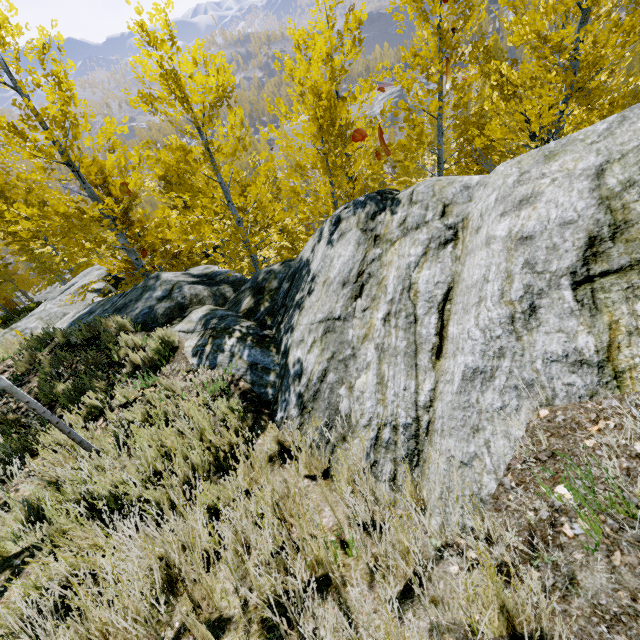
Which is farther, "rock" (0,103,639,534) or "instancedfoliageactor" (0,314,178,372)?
"instancedfoliageactor" (0,314,178,372)

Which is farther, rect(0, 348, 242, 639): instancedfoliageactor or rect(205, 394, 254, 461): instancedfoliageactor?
rect(205, 394, 254, 461): instancedfoliageactor

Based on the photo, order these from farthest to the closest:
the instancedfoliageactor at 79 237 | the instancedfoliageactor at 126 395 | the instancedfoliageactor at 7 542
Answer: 1. the instancedfoliageactor at 79 237
2. the instancedfoliageactor at 126 395
3. the instancedfoliageactor at 7 542

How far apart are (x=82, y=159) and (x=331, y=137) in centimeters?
887cm

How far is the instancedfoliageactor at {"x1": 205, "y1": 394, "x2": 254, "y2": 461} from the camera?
3.0m

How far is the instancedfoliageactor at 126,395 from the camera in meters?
4.4
